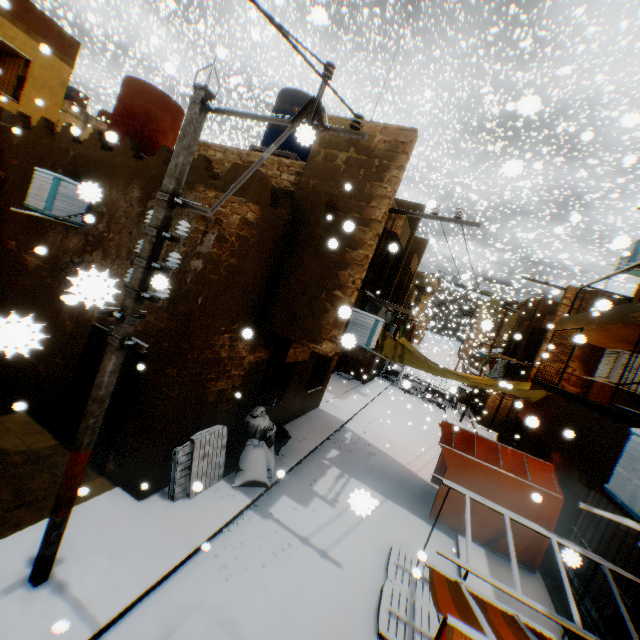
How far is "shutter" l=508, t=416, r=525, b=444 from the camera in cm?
1643

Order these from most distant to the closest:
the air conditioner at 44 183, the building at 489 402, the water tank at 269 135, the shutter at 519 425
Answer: the building at 489 402 → the shutter at 519 425 → the water tank at 269 135 → the air conditioner at 44 183

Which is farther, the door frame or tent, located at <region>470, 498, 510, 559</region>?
tent, located at <region>470, 498, 510, 559</region>

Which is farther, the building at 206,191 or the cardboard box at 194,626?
the building at 206,191

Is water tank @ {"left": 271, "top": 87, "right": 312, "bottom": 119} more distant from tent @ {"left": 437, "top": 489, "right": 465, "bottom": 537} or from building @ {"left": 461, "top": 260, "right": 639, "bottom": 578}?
tent @ {"left": 437, "top": 489, "right": 465, "bottom": 537}

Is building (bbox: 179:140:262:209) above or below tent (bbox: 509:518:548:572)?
above

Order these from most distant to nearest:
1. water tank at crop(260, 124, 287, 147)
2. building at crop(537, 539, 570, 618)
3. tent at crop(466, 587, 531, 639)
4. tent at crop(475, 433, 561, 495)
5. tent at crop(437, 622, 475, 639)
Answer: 1. water tank at crop(260, 124, 287, 147)
2. tent at crop(475, 433, 561, 495)
3. building at crop(537, 539, 570, 618)
4. tent at crop(466, 587, 531, 639)
5. tent at crop(437, 622, 475, 639)

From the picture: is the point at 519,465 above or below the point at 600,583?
above
